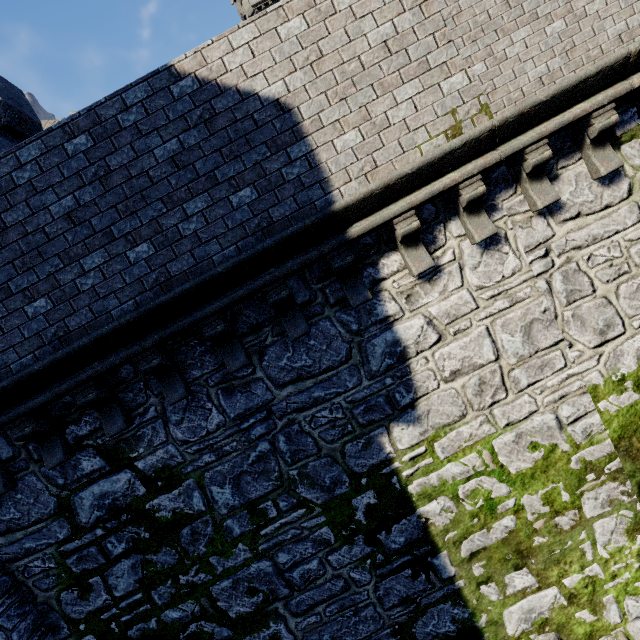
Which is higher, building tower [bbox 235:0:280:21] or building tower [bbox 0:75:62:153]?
building tower [bbox 235:0:280:21]

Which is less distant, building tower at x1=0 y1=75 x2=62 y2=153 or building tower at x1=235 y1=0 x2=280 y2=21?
building tower at x1=0 y1=75 x2=62 y2=153

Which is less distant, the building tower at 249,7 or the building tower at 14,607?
the building tower at 14,607

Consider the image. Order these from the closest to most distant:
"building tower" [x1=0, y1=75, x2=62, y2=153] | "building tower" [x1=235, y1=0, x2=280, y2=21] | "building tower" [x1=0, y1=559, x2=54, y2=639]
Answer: "building tower" [x1=0, y1=559, x2=54, y2=639]
"building tower" [x1=0, y1=75, x2=62, y2=153]
"building tower" [x1=235, y1=0, x2=280, y2=21]

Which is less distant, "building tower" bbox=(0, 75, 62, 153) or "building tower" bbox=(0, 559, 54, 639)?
"building tower" bbox=(0, 559, 54, 639)

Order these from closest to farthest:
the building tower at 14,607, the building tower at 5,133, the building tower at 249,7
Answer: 1. the building tower at 14,607
2. the building tower at 5,133
3. the building tower at 249,7

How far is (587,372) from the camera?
4.95m
